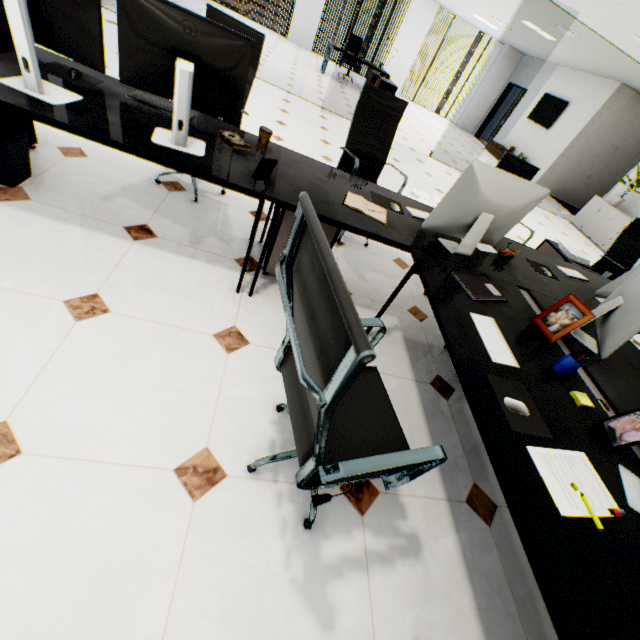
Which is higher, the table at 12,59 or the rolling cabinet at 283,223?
the table at 12,59

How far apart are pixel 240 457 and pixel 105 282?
1.25m

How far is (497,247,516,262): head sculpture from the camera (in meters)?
2.23

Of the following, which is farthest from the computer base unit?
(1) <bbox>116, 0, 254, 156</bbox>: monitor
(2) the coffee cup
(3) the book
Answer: (3) the book

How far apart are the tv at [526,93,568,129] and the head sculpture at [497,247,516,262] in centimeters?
1173cm

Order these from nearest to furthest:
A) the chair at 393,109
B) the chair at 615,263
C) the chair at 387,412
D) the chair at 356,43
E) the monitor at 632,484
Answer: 1. the chair at 387,412
2. the monitor at 632,484
3. the chair at 393,109
4. the chair at 615,263
5. the chair at 356,43

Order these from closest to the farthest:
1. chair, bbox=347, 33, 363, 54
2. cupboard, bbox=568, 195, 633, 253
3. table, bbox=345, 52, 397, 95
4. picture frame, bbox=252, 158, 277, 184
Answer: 1. picture frame, bbox=252, 158, 277, 184
2. cupboard, bbox=568, 195, 633, 253
3. table, bbox=345, 52, 397, 95
4. chair, bbox=347, 33, 363, 54

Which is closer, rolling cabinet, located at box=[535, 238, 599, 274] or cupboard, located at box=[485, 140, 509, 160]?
rolling cabinet, located at box=[535, 238, 599, 274]
